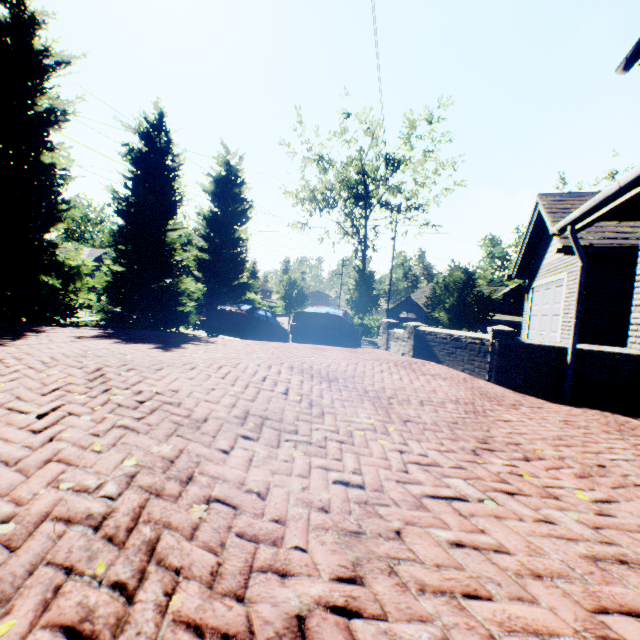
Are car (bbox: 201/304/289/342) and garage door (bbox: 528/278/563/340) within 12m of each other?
yes

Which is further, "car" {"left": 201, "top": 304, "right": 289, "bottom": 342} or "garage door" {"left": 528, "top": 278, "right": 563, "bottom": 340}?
"car" {"left": 201, "top": 304, "right": 289, "bottom": 342}

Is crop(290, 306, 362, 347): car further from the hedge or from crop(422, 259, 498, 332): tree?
the hedge

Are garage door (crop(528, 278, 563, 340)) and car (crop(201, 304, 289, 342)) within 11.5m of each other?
yes

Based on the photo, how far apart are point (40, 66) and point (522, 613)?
15.5 meters

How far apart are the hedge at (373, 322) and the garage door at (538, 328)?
21.3 meters

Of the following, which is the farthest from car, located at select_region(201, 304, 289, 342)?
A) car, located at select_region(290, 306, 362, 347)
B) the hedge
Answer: the hedge

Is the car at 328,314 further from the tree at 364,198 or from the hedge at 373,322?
the hedge at 373,322
